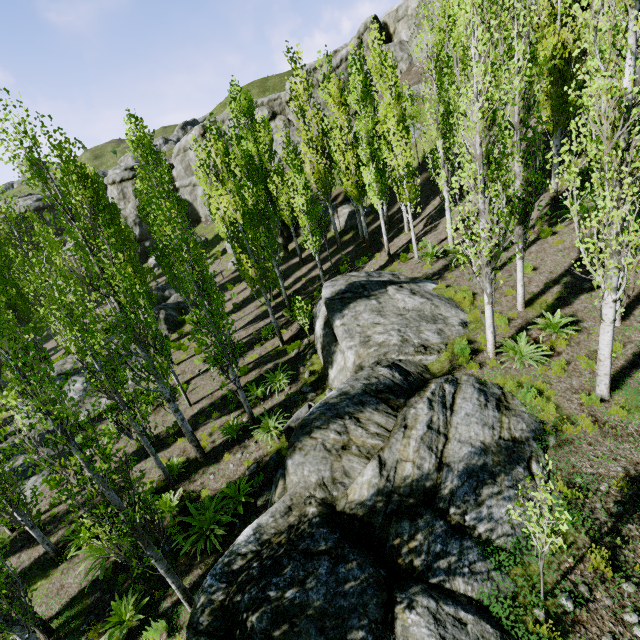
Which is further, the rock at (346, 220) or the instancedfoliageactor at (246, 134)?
the rock at (346, 220)

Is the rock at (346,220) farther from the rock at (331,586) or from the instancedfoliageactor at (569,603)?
the rock at (331,586)

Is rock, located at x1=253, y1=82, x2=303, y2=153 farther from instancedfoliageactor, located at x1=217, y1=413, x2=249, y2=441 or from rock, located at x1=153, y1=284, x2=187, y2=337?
rock, located at x1=153, y1=284, x2=187, y2=337

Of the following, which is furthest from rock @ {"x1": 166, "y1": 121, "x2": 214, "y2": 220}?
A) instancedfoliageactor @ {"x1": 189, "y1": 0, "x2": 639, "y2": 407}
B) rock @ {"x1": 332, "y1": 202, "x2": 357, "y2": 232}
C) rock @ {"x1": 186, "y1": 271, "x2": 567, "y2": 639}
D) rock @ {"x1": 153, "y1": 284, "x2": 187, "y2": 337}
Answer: rock @ {"x1": 186, "y1": 271, "x2": 567, "y2": 639}

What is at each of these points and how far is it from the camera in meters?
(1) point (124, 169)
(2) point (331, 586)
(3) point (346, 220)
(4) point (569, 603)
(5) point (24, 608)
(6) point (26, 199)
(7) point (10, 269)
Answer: (1) rock, 44.5
(2) rock, 4.7
(3) rock, 25.7
(4) instancedfoliageactor, 4.4
(5) instancedfoliageactor, 6.0
(6) rock, 49.9
(7) instancedfoliageactor, 22.2

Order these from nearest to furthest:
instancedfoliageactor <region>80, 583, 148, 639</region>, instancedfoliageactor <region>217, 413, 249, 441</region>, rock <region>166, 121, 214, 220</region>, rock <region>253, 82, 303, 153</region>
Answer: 1. instancedfoliageactor <region>80, 583, 148, 639</region>
2. instancedfoliageactor <region>217, 413, 249, 441</region>
3. rock <region>253, 82, 303, 153</region>
4. rock <region>166, 121, 214, 220</region>

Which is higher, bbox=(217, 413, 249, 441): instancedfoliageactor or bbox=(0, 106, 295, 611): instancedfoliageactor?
bbox=(0, 106, 295, 611): instancedfoliageactor

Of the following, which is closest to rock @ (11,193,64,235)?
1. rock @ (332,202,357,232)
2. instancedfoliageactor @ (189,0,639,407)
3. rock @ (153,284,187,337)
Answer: instancedfoliageactor @ (189,0,639,407)
